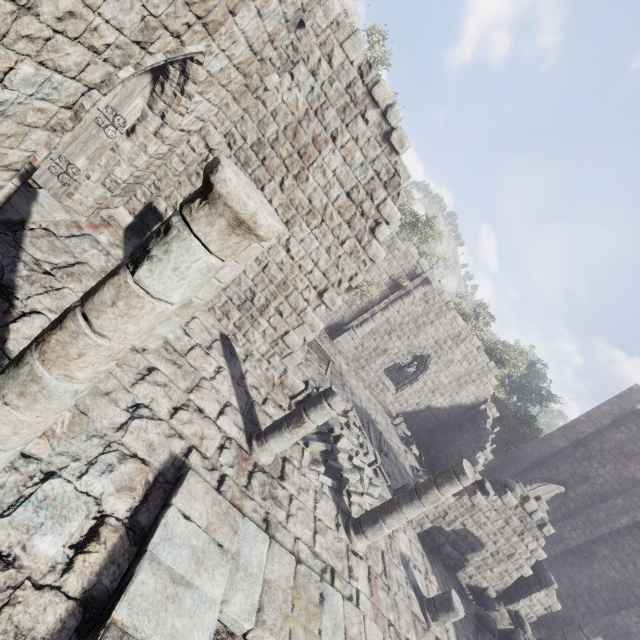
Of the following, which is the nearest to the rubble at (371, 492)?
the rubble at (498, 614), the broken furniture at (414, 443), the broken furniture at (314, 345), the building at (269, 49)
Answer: the building at (269, 49)

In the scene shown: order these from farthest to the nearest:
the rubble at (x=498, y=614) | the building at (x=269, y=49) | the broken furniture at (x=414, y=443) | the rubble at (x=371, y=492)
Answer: the broken furniture at (x=414, y=443) < the rubble at (x=498, y=614) < the rubble at (x=371, y=492) < the building at (x=269, y=49)

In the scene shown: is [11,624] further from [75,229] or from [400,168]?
[400,168]

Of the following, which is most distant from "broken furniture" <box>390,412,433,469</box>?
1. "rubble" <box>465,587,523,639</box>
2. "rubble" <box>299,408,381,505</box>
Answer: "rubble" <box>299,408,381,505</box>

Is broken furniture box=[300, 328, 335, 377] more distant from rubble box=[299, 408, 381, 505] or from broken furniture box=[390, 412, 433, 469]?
broken furniture box=[390, 412, 433, 469]

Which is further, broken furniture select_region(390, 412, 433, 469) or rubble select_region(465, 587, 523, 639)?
broken furniture select_region(390, 412, 433, 469)

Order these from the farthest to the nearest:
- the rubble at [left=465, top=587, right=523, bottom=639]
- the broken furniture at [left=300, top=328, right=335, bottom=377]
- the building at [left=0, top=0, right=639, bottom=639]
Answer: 1. the broken furniture at [left=300, top=328, right=335, bottom=377]
2. the rubble at [left=465, top=587, right=523, bottom=639]
3. the building at [left=0, top=0, right=639, bottom=639]

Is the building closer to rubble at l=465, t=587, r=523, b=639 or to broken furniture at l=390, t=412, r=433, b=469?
rubble at l=465, t=587, r=523, b=639
